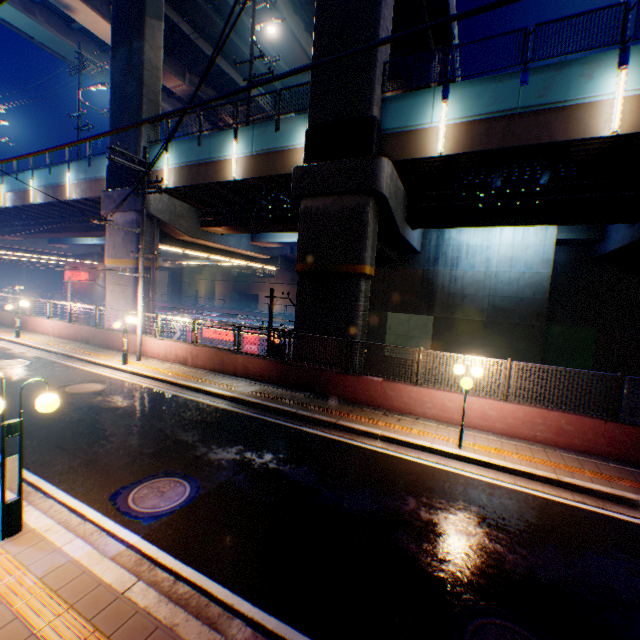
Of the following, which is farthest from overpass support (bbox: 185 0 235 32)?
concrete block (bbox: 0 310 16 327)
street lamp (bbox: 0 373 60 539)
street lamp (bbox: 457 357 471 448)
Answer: street lamp (bbox: 0 373 60 539)

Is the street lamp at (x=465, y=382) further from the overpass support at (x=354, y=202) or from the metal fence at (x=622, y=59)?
the overpass support at (x=354, y=202)

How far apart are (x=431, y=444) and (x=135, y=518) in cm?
685

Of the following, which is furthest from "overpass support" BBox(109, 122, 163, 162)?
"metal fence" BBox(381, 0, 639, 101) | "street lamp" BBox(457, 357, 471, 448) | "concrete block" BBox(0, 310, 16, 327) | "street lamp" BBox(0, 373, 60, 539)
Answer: "street lamp" BBox(0, 373, 60, 539)

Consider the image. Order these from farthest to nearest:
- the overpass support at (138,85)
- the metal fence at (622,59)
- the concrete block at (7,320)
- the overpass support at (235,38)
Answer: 1. the overpass support at (235,38)
2. the concrete block at (7,320)
3. the overpass support at (138,85)
4. the metal fence at (622,59)

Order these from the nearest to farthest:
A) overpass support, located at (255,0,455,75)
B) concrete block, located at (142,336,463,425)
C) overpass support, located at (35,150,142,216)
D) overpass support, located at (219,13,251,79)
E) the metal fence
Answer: the metal fence < concrete block, located at (142,336,463,425) < overpass support, located at (255,0,455,75) < overpass support, located at (35,150,142,216) < overpass support, located at (219,13,251,79)

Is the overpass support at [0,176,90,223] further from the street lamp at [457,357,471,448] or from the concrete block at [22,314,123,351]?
the street lamp at [457,357,471,448]

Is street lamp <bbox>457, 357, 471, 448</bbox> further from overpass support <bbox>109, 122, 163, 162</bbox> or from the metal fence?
overpass support <bbox>109, 122, 163, 162</bbox>
